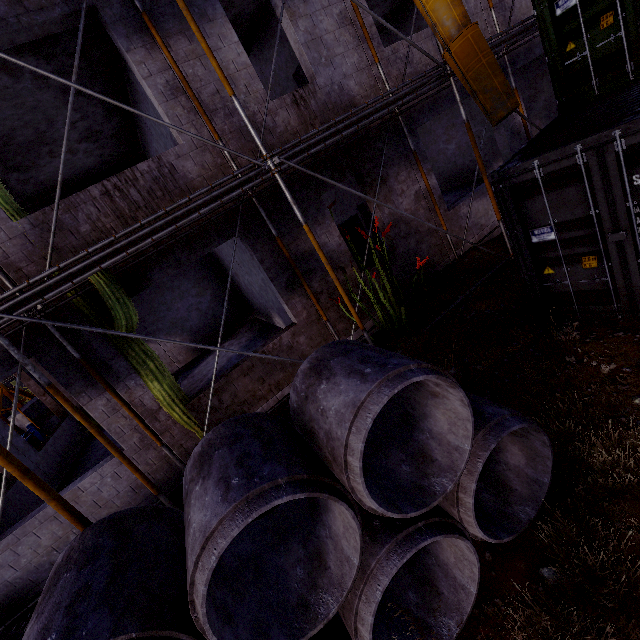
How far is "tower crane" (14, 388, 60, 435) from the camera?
13.3 meters

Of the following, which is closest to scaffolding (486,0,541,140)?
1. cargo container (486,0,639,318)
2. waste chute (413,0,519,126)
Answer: waste chute (413,0,519,126)

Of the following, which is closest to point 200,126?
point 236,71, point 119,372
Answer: point 236,71

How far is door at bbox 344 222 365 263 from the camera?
8.0m

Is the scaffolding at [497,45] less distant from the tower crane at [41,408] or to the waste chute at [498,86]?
the waste chute at [498,86]

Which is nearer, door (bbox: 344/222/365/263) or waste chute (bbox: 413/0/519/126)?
waste chute (bbox: 413/0/519/126)

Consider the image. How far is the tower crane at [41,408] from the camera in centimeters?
1333cm

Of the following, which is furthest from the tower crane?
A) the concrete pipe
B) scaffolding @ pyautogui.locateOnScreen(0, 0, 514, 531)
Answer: the concrete pipe
